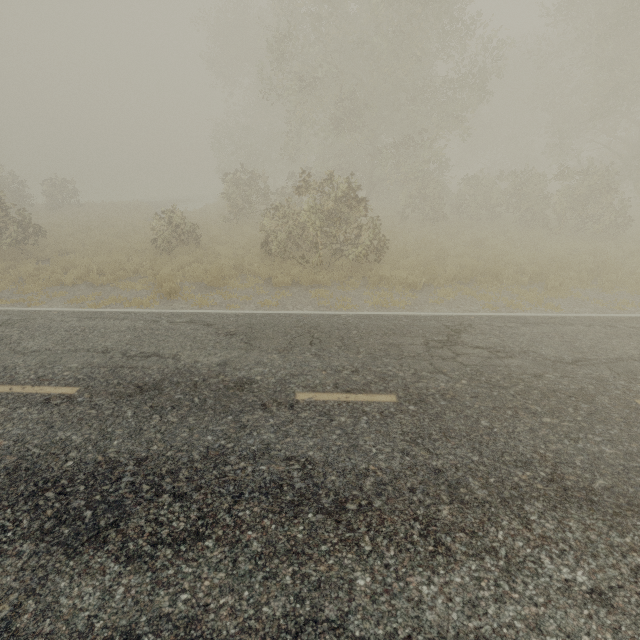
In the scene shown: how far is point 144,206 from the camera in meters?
27.2
